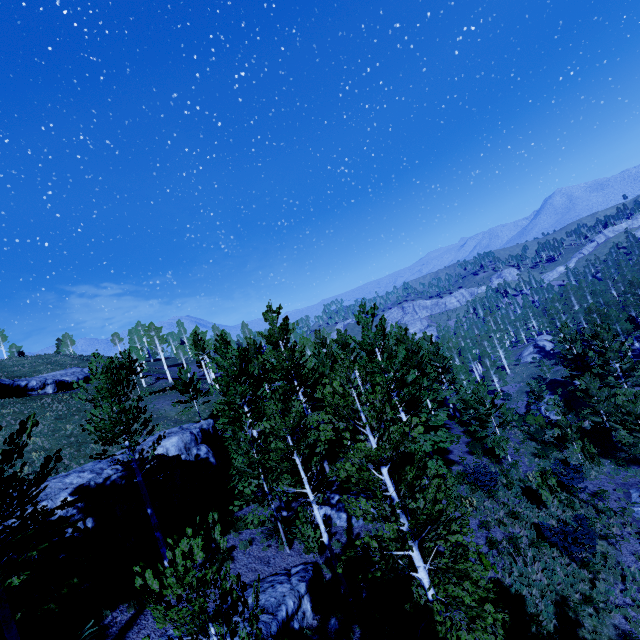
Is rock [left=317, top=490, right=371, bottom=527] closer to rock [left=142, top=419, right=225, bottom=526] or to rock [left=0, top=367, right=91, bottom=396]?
rock [left=142, top=419, right=225, bottom=526]

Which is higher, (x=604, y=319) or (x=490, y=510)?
(x=604, y=319)

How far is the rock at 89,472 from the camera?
12.6 meters

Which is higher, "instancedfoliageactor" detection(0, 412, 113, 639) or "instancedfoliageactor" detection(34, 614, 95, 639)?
"instancedfoliageactor" detection(0, 412, 113, 639)

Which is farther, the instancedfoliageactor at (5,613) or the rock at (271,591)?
the rock at (271,591)

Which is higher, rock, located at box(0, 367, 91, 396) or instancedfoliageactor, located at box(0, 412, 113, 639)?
rock, located at box(0, 367, 91, 396)

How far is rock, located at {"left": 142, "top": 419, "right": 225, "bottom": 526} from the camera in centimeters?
1493cm

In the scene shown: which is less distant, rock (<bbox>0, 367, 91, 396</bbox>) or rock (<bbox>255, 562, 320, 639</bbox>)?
rock (<bbox>255, 562, 320, 639</bbox>)
